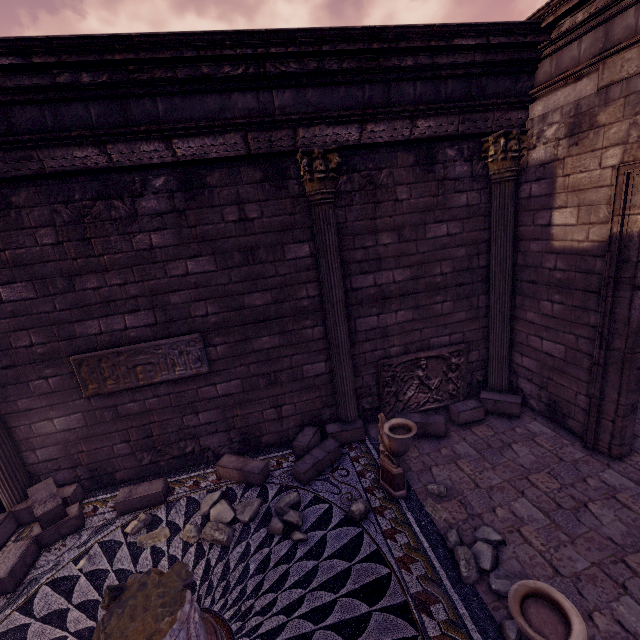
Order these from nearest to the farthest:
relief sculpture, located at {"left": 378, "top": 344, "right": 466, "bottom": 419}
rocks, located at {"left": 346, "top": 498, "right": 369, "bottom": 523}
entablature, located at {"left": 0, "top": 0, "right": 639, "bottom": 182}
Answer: entablature, located at {"left": 0, "top": 0, "right": 639, "bottom": 182} → rocks, located at {"left": 346, "top": 498, "right": 369, "bottom": 523} → relief sculpture, located at {"left": 378, "top": 344, "right": 466, "bottom": 419}

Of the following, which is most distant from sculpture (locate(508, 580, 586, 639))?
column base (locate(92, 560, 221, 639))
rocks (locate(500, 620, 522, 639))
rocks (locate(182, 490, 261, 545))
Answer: rocks (locate(182, 490, 261, 545))

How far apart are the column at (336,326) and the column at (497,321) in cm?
260

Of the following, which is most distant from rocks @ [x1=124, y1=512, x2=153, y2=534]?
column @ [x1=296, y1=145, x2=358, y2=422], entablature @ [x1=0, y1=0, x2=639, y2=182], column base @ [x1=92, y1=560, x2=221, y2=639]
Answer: entablature @ [x1=0, y1=0, x2=639, y2=182]

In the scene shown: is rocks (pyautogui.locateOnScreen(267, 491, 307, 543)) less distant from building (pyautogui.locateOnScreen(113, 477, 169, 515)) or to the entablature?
building (pyautogui.locateOnScreen(113, 477, 169, 515))

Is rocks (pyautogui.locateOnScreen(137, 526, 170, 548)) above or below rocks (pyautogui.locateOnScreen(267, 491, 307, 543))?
below

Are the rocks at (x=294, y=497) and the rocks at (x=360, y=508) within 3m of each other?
yes

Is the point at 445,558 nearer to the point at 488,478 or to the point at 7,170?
the point at 488,478
